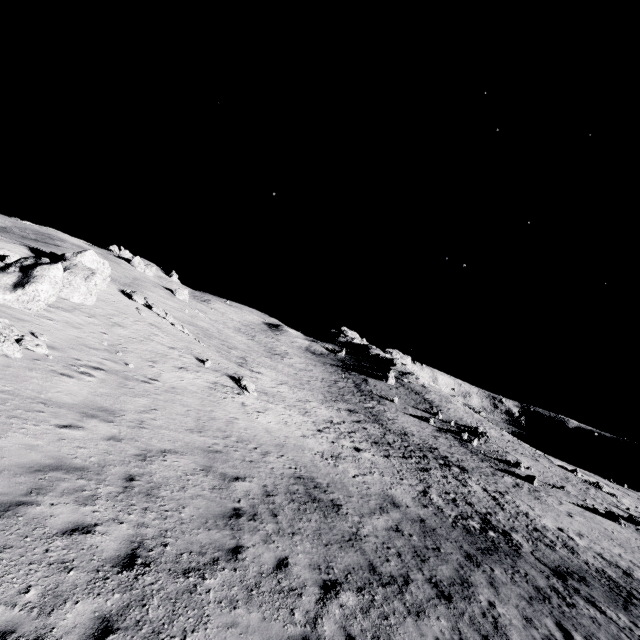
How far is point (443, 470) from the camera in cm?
2756

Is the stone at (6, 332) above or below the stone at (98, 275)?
below

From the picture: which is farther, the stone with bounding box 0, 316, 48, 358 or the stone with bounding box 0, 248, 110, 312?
the stone with bounding box 0, 248, 110, 312

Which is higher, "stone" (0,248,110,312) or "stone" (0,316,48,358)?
"stone" (0,248,110,312)

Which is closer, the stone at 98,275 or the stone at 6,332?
the stone at 6,332
